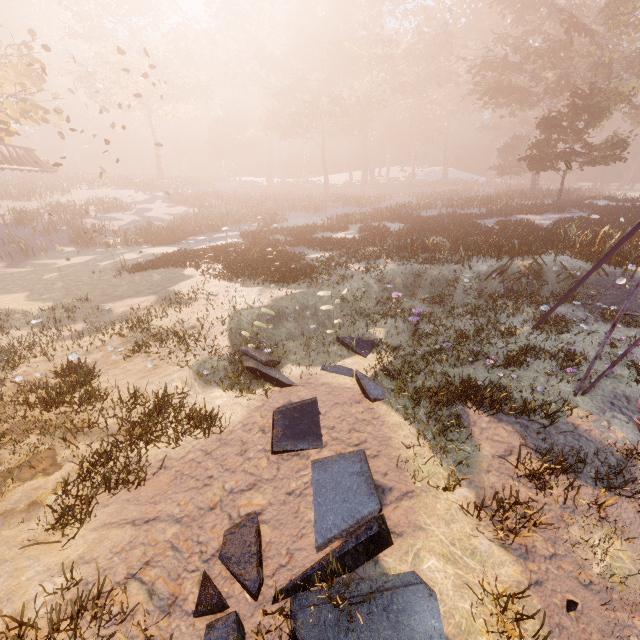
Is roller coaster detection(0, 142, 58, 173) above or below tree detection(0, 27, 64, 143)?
below

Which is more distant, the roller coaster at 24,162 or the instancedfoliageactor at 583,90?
the roller coaster at 24,162

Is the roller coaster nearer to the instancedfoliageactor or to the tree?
the tree

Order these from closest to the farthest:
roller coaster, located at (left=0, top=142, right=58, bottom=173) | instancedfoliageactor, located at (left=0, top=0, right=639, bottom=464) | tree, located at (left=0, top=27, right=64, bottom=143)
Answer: instancedfoliageactor, located at (left=0, top=0, right=639, bottom=464) → tree, located at (left=0, top=27, right=64, bottom=143) → roller coaster, located at (left=0, top=142, right=58, bottom=173)

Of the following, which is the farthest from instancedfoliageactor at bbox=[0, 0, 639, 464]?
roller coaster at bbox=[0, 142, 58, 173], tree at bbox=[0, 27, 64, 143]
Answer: roller coaster at bbox=[0, 142, 58, 173]

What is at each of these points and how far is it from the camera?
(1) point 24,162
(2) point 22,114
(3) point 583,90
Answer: (1) roller coaster, 27.2 meters
(2) tree, 20.6 meters
(3) instancedfoliageactor, 24.2 meters

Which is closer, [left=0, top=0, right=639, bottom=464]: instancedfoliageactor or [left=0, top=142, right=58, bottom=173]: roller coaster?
[left=0, top=0, right=639, bottom=464]: instancedfoliageactor

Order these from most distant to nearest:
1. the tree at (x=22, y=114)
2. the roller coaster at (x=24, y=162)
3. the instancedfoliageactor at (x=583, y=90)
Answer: the roller coaster at (x=24, y=162) < the tree at (x=22, y=114) < the instancedfoliageactor at (x=583, y=90)
